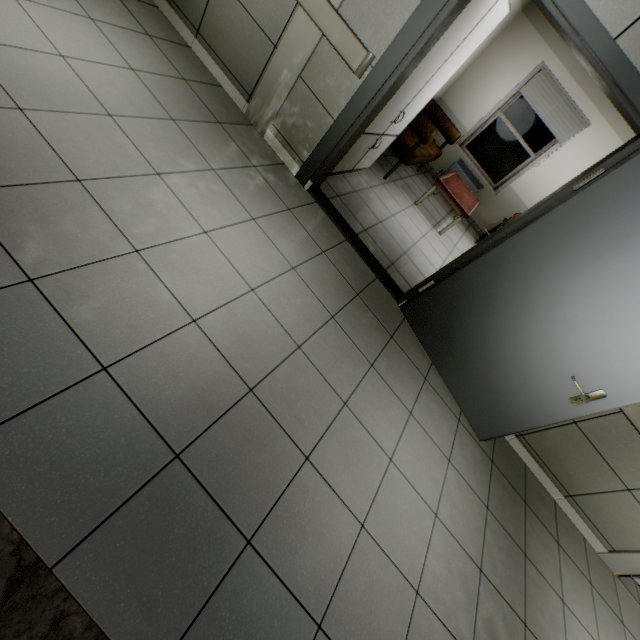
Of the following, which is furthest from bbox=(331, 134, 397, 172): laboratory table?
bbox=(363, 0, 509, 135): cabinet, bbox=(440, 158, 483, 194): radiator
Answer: bbox=(440, 158, 483, 194): radiator

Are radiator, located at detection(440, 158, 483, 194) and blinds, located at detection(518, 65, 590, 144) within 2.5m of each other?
yes

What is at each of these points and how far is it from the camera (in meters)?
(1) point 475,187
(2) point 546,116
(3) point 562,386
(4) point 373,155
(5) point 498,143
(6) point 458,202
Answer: (1) radiator, 6.73
(2) blinds, 5.80
(3) door, 2.47
(4) laboratory table, 4.15
(5) window, 6.43
(6) table, 5.00

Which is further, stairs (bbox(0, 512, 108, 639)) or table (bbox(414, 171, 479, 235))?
table (bbox(414, 171, 479, 235))

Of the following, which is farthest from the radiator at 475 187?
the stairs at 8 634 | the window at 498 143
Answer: the stairs at 8 634

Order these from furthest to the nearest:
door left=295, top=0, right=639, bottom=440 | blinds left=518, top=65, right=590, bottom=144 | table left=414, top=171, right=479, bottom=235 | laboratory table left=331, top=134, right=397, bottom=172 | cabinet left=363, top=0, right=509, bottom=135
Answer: blinds left=518, top=65, right=590, bottom=144 < table left=414, top=171, right=479, bottom=235 < laboratory table left=331, top=134, right=397, bottom=172 < cabinet left=363, top=0, right=509, bottom=135 < door left=295, top=0, right=639, bottom=440

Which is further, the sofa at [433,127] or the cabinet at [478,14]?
the sofa at [433,127]

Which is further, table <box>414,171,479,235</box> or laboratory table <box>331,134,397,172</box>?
table <box>414,171,479,235</box>
